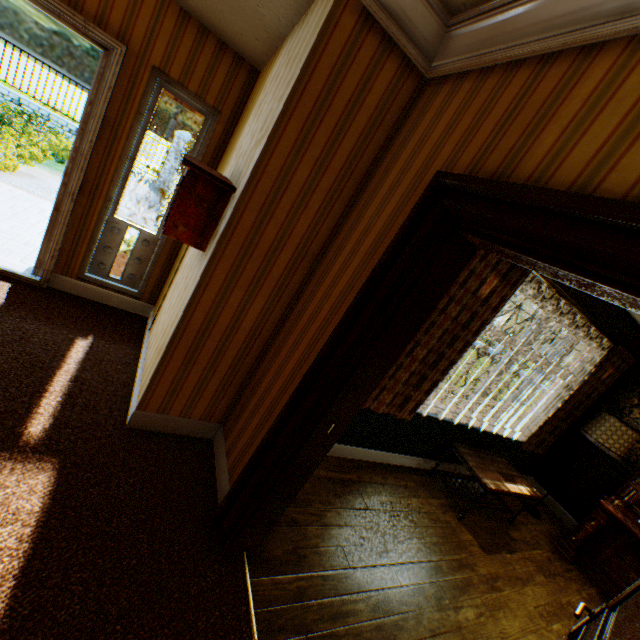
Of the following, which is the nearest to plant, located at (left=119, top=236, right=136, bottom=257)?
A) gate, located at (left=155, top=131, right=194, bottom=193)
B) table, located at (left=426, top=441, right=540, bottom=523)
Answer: table, located at (left=426, top=441, right=540, bottom=523)

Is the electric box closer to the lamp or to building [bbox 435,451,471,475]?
building [bbox 435,451,471,475]

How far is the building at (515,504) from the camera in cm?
459

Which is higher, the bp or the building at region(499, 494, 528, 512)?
the bp

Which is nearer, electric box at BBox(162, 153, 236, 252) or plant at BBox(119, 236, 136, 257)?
electric box at BBox(162, 153, 236, 252)

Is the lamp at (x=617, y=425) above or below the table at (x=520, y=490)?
above

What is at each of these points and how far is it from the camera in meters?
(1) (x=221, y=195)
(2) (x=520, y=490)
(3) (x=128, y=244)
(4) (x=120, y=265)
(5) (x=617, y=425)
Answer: (1) electric box, 2.0 m
(2) table, 3.8 m
(3) plant, 4.0 m
(4) flower pot, 3.9 m
(5) lamp, 4.2 m

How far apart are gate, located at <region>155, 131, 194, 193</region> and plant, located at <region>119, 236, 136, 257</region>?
11.2m
